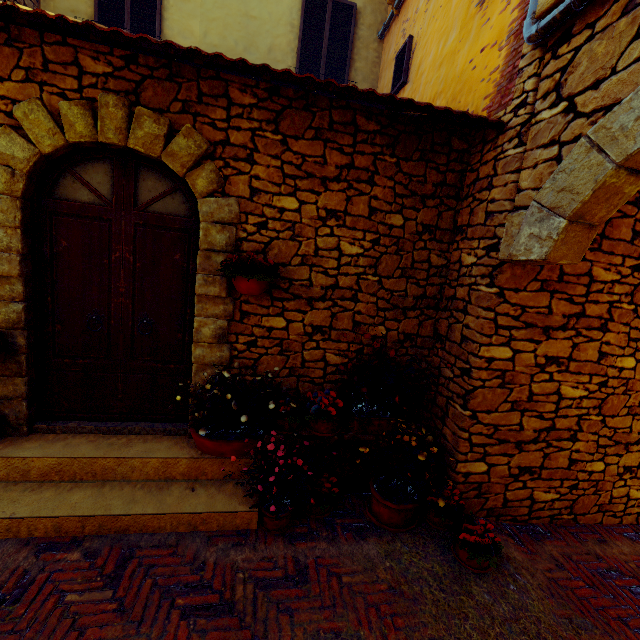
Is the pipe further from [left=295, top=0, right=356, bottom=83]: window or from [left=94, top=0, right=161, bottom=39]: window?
[left=94, top=0, right=161, bottom=39]: window

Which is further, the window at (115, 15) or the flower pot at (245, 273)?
the window at (115, 15)

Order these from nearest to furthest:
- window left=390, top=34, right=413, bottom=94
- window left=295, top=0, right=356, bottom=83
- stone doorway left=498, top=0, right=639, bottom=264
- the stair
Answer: stone doorway left=498, top=0, right=639, bottom=264, the stair, window left=390, top=34, right=413, bottom=94, window left=295, top=0, right=356, bottom=83

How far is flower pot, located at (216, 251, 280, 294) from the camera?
3.04m

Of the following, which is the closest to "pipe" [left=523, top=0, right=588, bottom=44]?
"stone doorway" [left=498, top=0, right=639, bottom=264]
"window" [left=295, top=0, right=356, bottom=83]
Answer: "stone doorway" [left=498, top=0, right=639, bottom=264]

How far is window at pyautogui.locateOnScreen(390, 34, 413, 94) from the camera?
5.3 meters

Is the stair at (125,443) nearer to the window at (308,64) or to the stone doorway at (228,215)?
the stone doorway at (228,215)

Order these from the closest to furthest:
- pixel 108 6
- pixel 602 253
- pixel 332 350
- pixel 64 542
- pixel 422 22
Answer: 1. pixel 64 542
2. pixel 602 253
3. pixel 332 350
4. pixel 422 22
5. pixel 108 6
